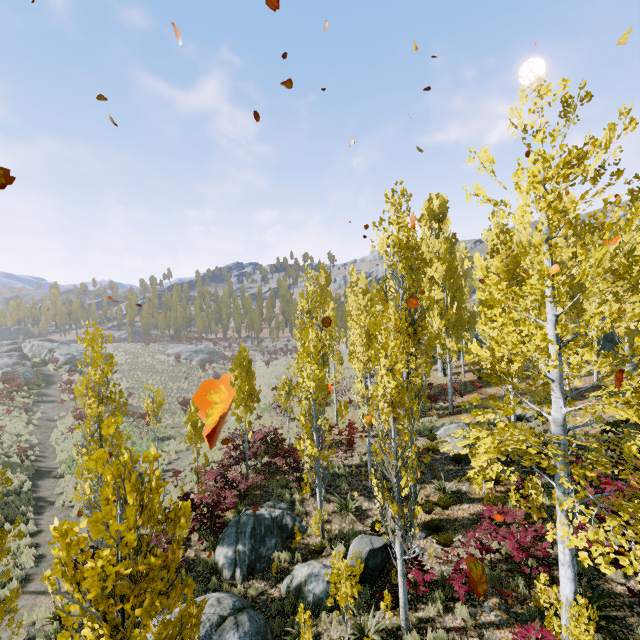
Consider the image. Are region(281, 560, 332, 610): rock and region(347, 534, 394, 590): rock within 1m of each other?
yes

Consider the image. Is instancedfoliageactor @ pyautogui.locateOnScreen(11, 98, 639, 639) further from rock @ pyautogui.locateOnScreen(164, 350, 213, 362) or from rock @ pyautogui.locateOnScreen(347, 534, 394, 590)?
rock @ pyautogui.locateOnScreen(164, 350, 213, 362)

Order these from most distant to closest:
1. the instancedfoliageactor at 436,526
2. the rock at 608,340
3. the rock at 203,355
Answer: the rock at 203,355 < the rock at 608,340 < the instancedfoliageactor at 436,526

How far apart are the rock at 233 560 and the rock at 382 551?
2.05m

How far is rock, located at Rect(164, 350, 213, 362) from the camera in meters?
56.5

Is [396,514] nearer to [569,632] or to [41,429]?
[569,632]

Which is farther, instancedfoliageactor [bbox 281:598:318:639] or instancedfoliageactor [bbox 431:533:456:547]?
instancedfoliageactor [bbox 431:533:456:547]

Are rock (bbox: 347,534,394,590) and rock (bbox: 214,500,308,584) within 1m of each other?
no
